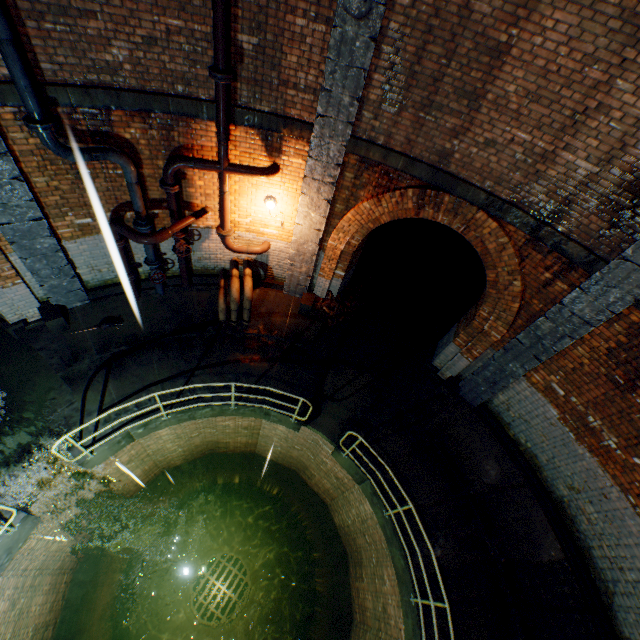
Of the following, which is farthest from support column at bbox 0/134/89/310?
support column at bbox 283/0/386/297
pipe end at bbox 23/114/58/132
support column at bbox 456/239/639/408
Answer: support column at bbox 456/239/639/408

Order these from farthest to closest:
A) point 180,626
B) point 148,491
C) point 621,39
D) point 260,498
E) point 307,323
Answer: point 260,498 → point 180,626 → point 148,491 → point 307,323 → point 621,39

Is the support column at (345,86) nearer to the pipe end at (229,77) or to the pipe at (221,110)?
the pipe at (221,110)

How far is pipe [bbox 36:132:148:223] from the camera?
4.9 meters

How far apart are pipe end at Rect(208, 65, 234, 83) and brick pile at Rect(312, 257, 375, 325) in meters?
5.3 m

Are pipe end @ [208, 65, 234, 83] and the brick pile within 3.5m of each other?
no

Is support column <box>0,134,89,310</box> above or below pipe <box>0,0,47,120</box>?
below

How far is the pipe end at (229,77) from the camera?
4.8m
